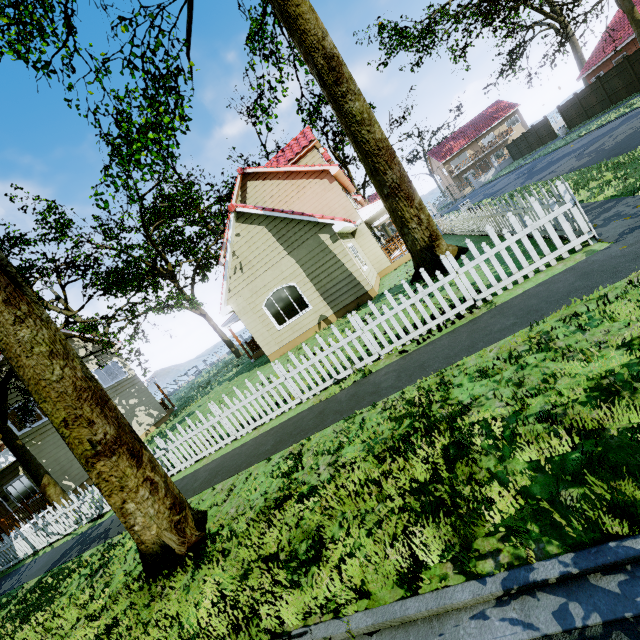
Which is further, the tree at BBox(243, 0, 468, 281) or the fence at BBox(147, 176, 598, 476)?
the tree at BBox(243, 0, 468, 281)

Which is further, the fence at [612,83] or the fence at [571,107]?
the fence at [571,107]

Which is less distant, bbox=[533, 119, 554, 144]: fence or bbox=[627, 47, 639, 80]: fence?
bbox=[627, 47, 639, 80]: fence

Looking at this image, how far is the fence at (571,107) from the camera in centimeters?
2792cm

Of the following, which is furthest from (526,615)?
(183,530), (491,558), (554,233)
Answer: (554,233)

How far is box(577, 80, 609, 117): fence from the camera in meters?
25.0 m
